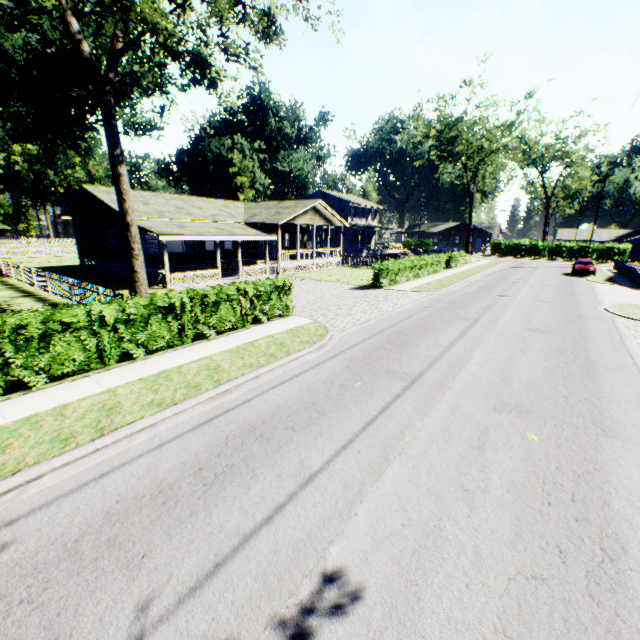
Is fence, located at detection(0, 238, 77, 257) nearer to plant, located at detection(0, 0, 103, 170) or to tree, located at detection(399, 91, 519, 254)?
plant, located at detection(0, 0, 103, 170)

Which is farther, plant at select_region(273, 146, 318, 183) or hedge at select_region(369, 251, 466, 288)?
plant at select_region(273, 146, 318, 183)

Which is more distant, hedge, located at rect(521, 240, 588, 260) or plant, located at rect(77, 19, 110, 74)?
hedge, located at rect(521, 240, 588, 260)

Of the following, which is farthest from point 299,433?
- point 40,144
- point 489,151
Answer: point 40,144

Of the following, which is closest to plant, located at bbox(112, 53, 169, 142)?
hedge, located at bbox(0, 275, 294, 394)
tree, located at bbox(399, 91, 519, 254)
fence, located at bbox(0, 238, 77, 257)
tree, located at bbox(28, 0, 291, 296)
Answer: fence, located at bbox(0, 238, 77, 257)

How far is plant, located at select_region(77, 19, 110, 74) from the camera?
35.1m

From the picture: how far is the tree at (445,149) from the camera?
38.2m

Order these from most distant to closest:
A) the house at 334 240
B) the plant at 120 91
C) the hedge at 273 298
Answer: the house at 334 240 → the plant at 120 91 → the hedge at 273 298
